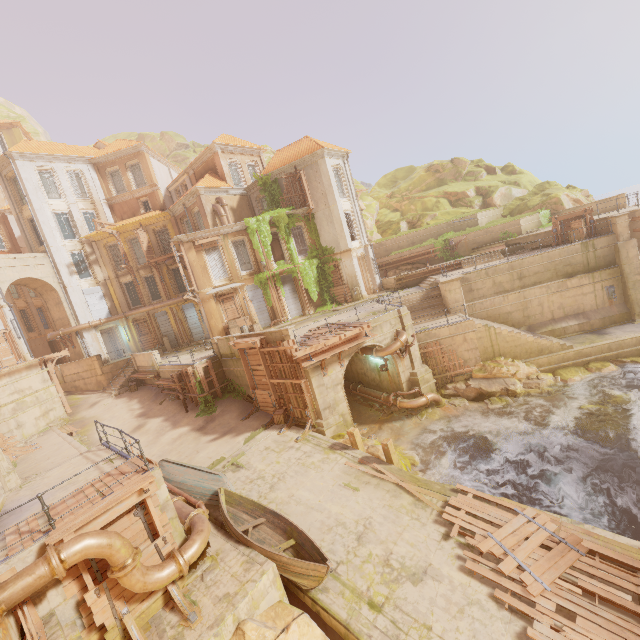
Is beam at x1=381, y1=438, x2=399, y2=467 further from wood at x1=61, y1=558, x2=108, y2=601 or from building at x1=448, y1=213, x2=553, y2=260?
wood at x1=61, y1=558, x2=108, y2=601

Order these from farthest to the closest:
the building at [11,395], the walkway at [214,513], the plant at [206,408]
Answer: the building at [11,395] < the plant at [206,408] < the walkway at [214,513]

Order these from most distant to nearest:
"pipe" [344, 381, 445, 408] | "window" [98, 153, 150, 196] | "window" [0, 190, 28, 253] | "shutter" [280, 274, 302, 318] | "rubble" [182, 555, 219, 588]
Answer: "window" [0, 190, 28, 253]
"window" [98, 153, 150, 196]
"shutter" [280, 274, 302, 318]
"pipe" [344, 381, 445, 408]
"rubble" [182, 555, 219, 588]

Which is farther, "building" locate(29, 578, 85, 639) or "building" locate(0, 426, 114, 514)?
"building" locate(0, 426, 114, 514)

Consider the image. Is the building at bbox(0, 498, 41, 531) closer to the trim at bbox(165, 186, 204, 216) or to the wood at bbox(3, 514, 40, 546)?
the wood at bbox(3, 514, 40, 546)

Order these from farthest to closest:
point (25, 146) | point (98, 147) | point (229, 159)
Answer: point (98, 147) → point (229, 159) → point (25, 146)

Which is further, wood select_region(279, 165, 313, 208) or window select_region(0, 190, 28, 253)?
window select_region(0, 190, 28, 253)

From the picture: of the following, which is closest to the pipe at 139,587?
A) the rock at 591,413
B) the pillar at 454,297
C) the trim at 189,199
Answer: the rock at 591,413
